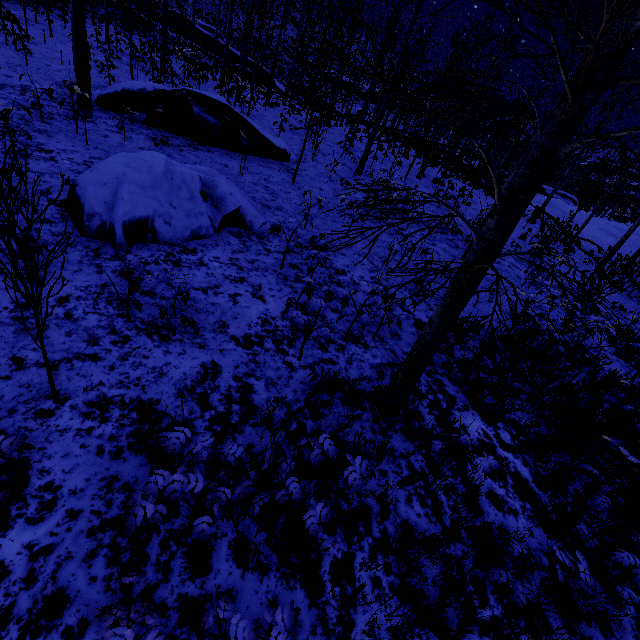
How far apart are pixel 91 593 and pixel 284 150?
11.90m

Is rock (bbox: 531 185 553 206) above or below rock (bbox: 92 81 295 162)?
above

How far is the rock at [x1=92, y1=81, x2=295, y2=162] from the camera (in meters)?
9.67

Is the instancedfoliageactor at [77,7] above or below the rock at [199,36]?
Answer: below

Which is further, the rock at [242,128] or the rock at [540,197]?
the rock at [540,197]

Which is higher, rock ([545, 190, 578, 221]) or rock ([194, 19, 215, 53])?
rock ([194, 19, 215, 53])

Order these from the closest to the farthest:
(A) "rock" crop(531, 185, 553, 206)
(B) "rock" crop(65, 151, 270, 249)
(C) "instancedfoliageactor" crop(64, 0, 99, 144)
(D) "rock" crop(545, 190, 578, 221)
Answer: (B) "rock" crop(65, 151, 270, 249), (C) "instancedfoliageactor" crop(64, 0, 99, 144), (D) "rock" crop(545, 190, 578, 221), (A) "rock" crop(531, 185, 553, 206)

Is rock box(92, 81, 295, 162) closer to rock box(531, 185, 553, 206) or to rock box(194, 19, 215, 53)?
rock box(531, 185, 553, 206)
